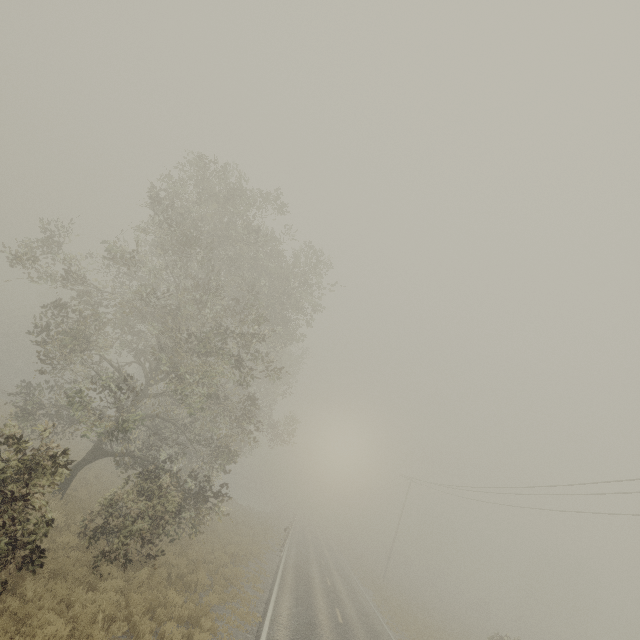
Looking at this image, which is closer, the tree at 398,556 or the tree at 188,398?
the tree at 188,398

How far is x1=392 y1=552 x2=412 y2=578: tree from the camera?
57.0 meters

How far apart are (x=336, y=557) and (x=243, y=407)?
24.5m

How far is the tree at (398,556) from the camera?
57.0m

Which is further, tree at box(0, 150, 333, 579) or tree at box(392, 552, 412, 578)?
tree at box(392, 552, 412, 578)
